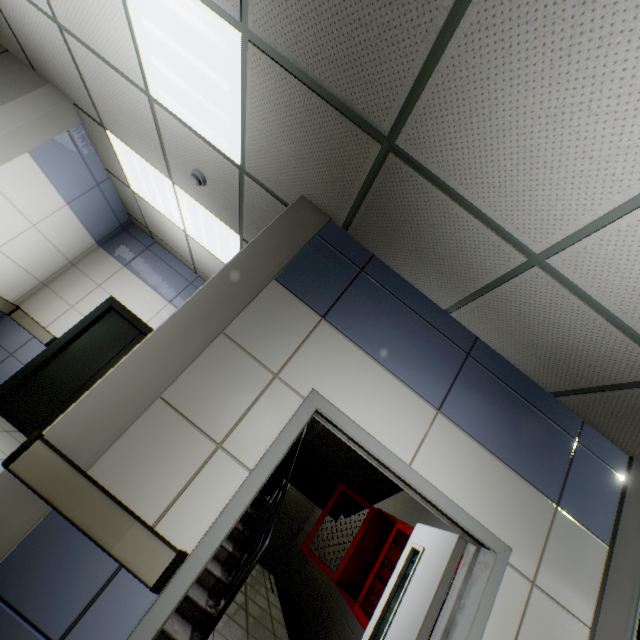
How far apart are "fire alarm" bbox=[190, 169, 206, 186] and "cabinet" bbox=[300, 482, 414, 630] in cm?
417

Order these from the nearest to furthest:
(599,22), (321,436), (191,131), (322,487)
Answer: (599,22) < (191,131) < (321,436) < (322,487)

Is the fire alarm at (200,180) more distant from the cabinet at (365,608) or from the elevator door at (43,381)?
the cabinet at (365,608)

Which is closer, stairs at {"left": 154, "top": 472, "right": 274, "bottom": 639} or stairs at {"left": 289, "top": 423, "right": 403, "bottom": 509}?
stairs at {"left": 154, "top": 472, "right": 274, "bottom": 639}

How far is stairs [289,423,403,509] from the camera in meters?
4.9

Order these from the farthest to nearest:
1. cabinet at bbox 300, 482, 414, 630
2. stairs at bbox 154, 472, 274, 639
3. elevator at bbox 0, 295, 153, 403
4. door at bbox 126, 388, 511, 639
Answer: elevator at bbox 0, 295, 153, 403 < cabinet at bbox 300, 482, 414, 630 < stairs at bbox 154, 472, 274, 639 < door at bbox 126, 388, 511, 639

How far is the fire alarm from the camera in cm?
306

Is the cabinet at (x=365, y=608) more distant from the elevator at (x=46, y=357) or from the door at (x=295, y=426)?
the elevator at (x=46, y=357)
